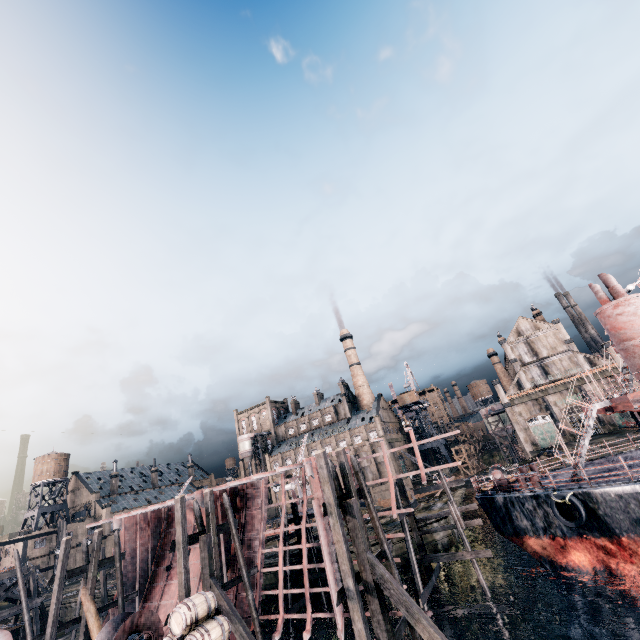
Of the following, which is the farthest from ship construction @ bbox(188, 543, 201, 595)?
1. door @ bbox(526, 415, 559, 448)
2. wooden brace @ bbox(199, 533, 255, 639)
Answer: door @ bbox(526, 415, 559, 448)

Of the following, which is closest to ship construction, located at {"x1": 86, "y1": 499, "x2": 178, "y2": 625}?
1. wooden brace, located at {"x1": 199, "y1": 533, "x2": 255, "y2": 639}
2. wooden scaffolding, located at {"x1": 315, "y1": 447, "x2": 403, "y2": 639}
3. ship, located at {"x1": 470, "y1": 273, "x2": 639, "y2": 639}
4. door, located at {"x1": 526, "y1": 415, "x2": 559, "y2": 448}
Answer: wooden scaffolding, located at {"x1": 315, "y1": 447, "x2": 403, "y2": 639}

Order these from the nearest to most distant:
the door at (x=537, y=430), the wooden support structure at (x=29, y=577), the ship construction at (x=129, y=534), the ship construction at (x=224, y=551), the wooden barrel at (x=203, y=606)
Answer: the wooden barrel at (x=203, y=606)
the ship construction at (x=224, y=551)
the ship construction at (x=129, y=534)
the wooden support structure at (x=29, y=577)
the door at (x=537, y=430)

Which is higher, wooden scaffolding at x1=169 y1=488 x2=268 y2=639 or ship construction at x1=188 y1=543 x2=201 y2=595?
wooden scaffolding at x1=169 y1=488 x2=268 y2=639

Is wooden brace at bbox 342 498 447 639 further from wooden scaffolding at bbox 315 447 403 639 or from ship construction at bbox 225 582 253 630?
ship construction at bbox 225 582 253 630

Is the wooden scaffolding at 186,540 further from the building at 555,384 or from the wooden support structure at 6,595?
the building at 555,384

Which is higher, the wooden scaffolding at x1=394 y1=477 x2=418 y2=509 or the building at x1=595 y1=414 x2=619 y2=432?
the wooden scaffolding at x1=394 y1=477 x2=418 y2=509

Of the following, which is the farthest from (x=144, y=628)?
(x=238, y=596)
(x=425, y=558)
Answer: (x=425, y=558)
